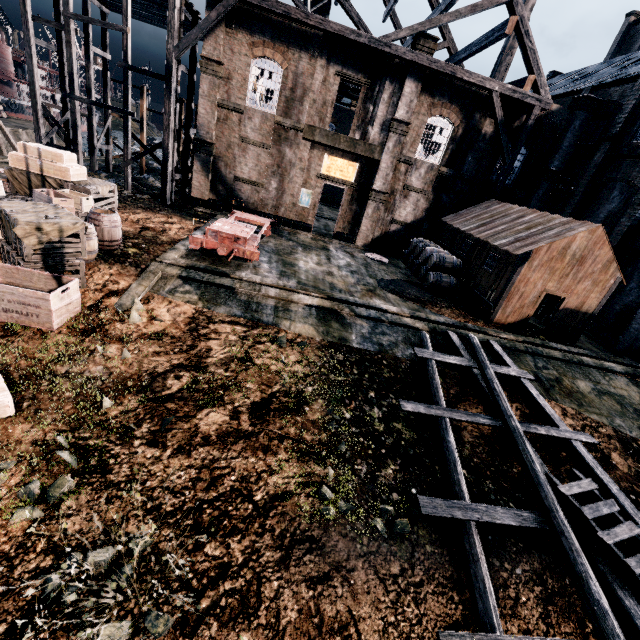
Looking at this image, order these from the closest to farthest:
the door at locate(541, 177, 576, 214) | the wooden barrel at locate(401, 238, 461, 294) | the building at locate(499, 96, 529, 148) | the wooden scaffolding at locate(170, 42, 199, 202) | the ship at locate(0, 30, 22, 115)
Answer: the wooden barrel at locate(401, 238, 461, 294)
the wooden scaffolding at locate(170, 42, 199, 202)
the building at locate(499, 96, 529, 148)
the door at locate(541, 177, 576, 214)
the ship at locate(0, 30, 22, 115)

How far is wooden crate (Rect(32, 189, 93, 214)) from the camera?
12.0 meters

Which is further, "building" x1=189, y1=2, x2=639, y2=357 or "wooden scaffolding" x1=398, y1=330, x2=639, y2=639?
"building" x1=189, y1=2, x2=639, y2=357

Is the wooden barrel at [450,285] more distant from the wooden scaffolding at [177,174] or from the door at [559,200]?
the wooden scaffolding at [177,174]

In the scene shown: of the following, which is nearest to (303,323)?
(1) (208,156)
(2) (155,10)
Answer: (1) (208,156)

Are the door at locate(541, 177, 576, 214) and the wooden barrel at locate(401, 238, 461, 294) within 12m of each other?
yes

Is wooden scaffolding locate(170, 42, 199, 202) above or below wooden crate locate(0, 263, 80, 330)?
above

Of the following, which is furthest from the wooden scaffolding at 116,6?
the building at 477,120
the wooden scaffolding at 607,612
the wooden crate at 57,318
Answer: the building at 477,120
